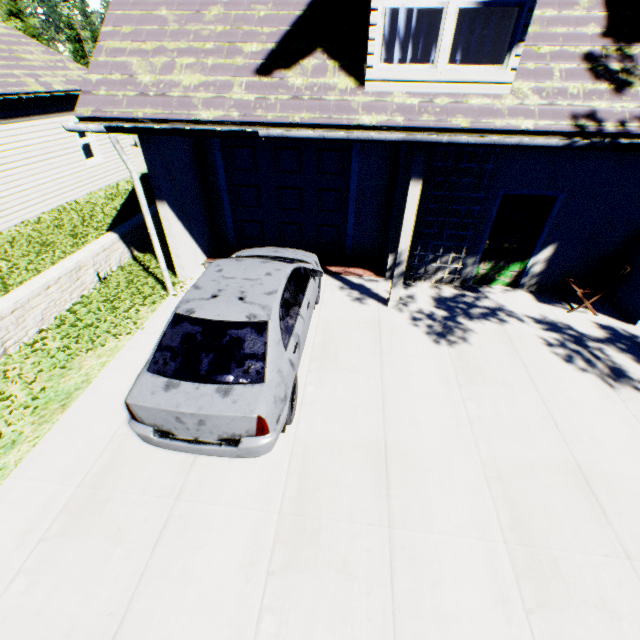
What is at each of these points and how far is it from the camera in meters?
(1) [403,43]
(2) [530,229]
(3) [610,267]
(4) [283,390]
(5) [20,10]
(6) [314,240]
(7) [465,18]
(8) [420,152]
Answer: (1) curtain, 4.8 m
(2) door, 6.9 m
(3) chair, 6.6 m
(4) car, 3.9 m
(5) plant, 31.5 m
(6) garage door, 9.0 m
(7) curtain, 4.5 m
(8) pillar, 5.1 m

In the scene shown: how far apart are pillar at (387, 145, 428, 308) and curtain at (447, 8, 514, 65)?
1.0m

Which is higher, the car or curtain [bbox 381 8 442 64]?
curtain [bbox 381 8 442 64]

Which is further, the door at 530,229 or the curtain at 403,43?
the door at 530,229

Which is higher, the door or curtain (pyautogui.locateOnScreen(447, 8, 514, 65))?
curtain (pyautogui.locateOnScreen(447, 8, 514, 65))

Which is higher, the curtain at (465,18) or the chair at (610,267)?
the curtain at (465,18)

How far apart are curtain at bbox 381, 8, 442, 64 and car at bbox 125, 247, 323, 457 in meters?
3.3

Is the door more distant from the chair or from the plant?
the plant
